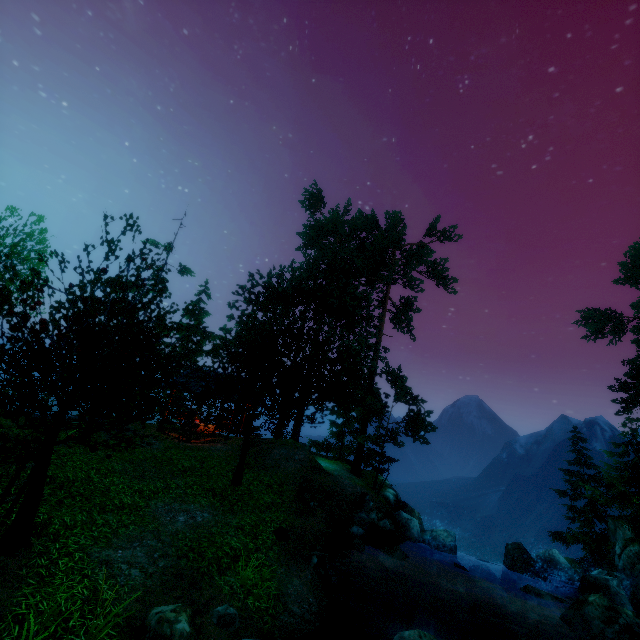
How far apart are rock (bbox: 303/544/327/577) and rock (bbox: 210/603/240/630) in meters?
Answer: 3.3

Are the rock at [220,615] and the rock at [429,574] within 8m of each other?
no

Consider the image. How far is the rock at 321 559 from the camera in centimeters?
996cm

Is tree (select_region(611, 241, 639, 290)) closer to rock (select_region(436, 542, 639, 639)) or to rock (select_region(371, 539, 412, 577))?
rock (select_region(436, 542, 639, 639))

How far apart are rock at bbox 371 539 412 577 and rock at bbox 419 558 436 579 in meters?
1.2

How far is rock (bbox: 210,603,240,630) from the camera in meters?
6.5 m

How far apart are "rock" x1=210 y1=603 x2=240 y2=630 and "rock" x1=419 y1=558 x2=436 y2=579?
10.45m

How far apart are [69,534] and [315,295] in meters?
20.7 m
